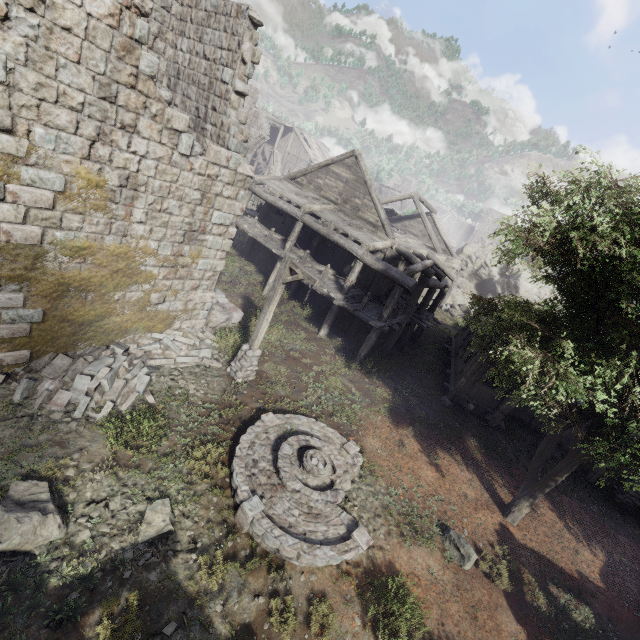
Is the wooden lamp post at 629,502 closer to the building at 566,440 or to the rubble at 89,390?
the building at 566,440

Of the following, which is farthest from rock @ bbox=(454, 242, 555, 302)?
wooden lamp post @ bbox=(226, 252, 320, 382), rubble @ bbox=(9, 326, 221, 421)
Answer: rubble @ bbox=(9, 326, 221, 421)

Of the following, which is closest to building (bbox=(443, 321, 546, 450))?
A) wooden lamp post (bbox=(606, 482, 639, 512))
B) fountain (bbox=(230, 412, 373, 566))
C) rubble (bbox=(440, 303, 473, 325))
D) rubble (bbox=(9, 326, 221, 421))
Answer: rubble (bbox=(9, 326, 221, 421))

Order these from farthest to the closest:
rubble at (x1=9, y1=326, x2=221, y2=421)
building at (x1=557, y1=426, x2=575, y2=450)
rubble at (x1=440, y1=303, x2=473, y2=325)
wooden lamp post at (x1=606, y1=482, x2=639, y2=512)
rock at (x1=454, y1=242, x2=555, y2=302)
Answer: rock at (x1=454, y1=242, x2=555, y2=302)
rubble at (x1=440, y1=303, x2=473, y2=325)
building at (x1=557, y1=426, x2=575, y2=450)
wooden lamp post at (x1=606, y1=482, x2=639, y2=512)
rubble at (x1=9, y1=326, x2=221, y2=421)

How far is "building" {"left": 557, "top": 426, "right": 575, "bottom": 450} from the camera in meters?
16.1

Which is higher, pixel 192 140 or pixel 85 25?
pixel 85 25

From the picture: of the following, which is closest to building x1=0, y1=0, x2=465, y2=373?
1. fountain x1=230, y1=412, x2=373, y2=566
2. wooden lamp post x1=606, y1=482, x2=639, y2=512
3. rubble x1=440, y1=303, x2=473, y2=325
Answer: wooden lamp post x1=606, y1=482, x2=639, y2=512

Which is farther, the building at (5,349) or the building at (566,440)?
the building at (566,440)
